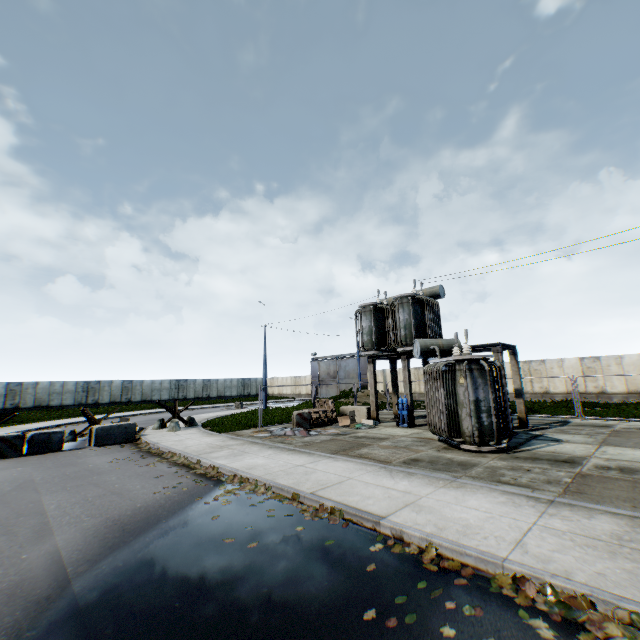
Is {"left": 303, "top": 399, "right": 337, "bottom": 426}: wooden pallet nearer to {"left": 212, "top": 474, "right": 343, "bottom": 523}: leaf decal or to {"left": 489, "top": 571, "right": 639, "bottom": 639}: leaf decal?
{"left": 212, "top": 474, "right": 343, "bottom": 523}: leaf decal

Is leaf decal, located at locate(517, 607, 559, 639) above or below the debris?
below

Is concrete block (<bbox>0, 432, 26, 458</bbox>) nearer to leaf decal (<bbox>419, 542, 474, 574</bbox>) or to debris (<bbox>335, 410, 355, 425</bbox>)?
debris (<bbox>335, 410, 355, 425</bbox>)

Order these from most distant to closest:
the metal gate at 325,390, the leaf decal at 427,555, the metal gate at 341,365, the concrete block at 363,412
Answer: the metal gate at 325,390 < the metal gate at 341,365 < the concrete block at 363,412 < the leaf decal at 427,555

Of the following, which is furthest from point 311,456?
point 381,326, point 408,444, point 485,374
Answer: point 381,326

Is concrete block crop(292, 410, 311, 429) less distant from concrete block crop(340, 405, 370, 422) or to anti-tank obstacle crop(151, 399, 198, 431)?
concrete block crop(340, 405, 370, 422)

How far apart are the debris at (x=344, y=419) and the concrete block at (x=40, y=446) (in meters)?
12.00

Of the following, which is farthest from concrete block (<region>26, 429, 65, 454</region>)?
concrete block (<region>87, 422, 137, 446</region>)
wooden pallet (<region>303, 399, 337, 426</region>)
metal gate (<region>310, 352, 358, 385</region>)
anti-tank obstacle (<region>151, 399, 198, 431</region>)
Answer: metal gate (<region>310, 352, 358, 385</region>)
